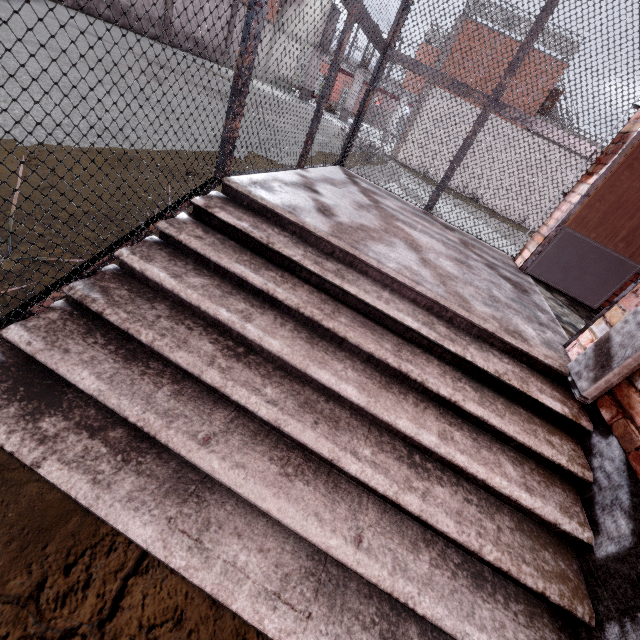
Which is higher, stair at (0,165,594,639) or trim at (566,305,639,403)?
trim at (566,305,639,403)

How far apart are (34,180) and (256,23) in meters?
2.5

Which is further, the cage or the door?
the door

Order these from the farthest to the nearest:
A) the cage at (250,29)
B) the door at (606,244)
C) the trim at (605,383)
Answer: the door at (606,244), the trim at (605,383), the cage at (250,29)

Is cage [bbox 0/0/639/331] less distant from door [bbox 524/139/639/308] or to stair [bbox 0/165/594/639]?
stair [bbox 0/165/594/639]

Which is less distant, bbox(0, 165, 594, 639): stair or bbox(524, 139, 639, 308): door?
bbox(0, 165, 594, 639): stair

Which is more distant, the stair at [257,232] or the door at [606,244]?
the door at [606,244]

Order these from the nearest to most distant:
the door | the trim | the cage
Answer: the cage → the trim → the door
